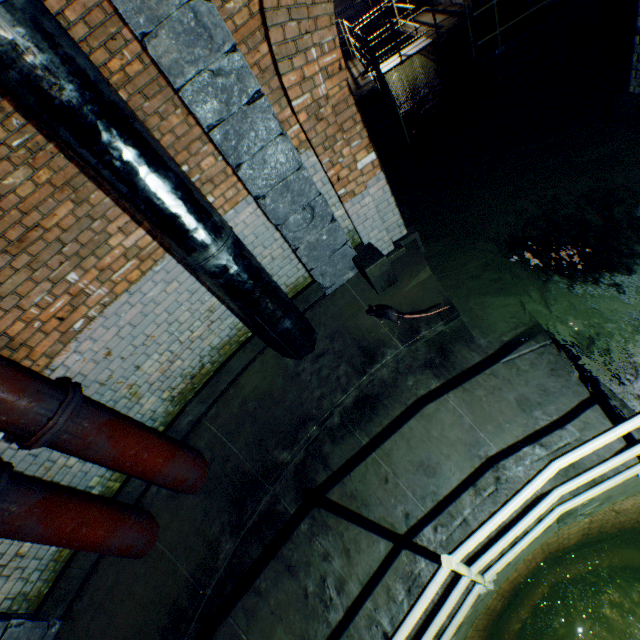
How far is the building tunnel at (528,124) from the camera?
4.9 meters

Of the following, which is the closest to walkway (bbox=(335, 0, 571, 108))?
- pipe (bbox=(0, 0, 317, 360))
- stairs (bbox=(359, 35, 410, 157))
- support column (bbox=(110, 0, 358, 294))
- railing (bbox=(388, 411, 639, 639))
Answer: stairs (bbox=(359, 35, 410, 157))

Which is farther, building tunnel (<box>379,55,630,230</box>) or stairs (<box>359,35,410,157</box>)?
stairs (<box>359,35,410,157</box>)

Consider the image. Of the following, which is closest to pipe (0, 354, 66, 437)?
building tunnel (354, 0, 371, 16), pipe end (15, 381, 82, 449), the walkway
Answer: pipe end (15, 381, 82, 449)

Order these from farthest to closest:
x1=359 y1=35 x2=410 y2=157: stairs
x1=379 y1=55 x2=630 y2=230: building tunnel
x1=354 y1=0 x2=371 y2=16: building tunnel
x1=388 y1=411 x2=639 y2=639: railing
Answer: x1=354 y1=0 x2=371 y2=16: building tunnel < x1=359 y1=35 x2=410 y2=157: stairs < x1=379 y1=55 x2=630 y2=230: building tunnel < x1=388 y1=411 x2=639 y2=639: railing

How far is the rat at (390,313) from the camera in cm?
387

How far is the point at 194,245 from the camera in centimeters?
308cm

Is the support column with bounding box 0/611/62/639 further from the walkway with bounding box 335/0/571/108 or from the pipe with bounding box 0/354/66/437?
the walkway with bounding box 335/0/571/108
